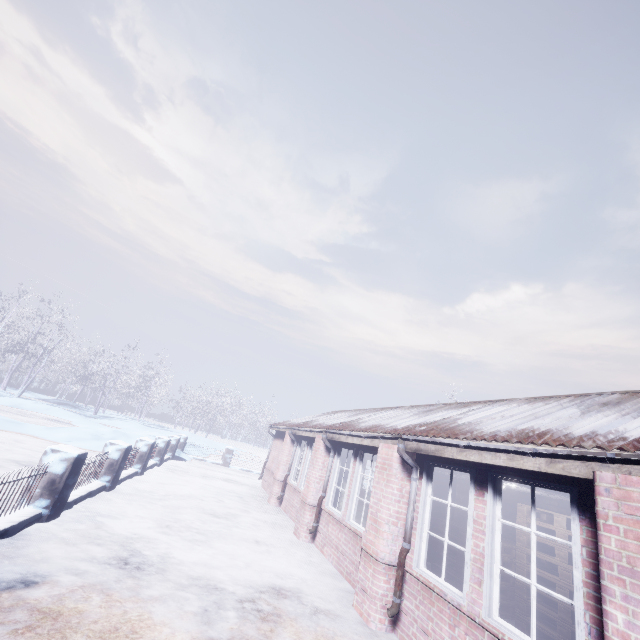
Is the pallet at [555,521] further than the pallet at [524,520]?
No

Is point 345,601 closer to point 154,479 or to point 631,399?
point 631,399

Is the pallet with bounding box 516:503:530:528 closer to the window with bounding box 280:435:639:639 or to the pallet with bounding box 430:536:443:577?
the pallet with bounding box 430:536:443:577

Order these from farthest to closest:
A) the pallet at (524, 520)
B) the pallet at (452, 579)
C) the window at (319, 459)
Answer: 1. the pallet at (452, 579)
2. the pallet at (524, 520)
3. the window at (319, 459)

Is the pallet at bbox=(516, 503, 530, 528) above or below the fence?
above

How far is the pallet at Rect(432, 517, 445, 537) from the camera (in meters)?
6.30

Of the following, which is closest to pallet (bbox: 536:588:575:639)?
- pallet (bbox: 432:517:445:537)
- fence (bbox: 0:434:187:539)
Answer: pallet (bbox: 432:517:445:537)
